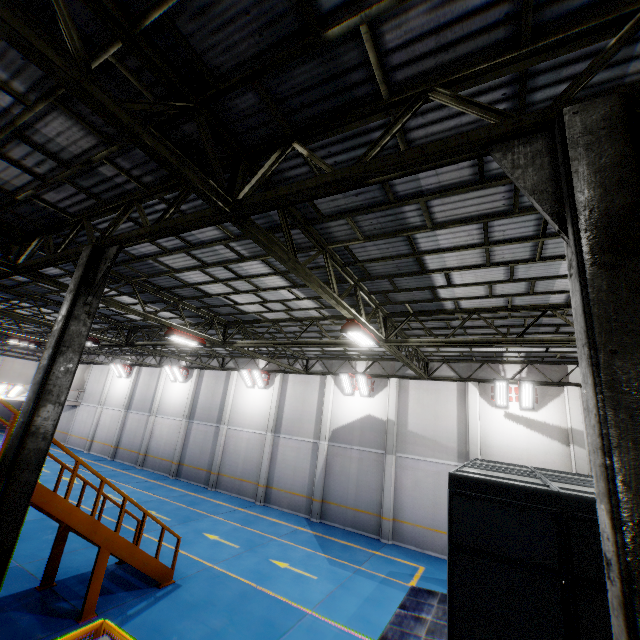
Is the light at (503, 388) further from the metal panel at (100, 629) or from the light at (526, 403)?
the metal panel at (100, 629)

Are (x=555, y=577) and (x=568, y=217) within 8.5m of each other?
yes

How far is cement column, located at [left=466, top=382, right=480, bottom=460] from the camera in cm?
1505

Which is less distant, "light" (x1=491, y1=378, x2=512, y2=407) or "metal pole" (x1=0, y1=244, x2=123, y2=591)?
"metal pole" (x1=0, y1=244, x2=123, y2=591)

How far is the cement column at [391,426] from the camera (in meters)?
15.77

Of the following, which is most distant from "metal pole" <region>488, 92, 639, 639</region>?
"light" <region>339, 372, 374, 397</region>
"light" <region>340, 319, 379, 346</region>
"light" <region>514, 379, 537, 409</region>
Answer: "light" <region>339, 372, 374, 397</region>

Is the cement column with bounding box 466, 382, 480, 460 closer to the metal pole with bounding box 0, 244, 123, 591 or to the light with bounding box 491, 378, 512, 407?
the light with bounding box 491, 378, 512, 407

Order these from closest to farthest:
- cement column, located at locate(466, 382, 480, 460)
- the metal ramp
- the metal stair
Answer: the metal stair
the metal ramp
cement column, located at locate(466, 382, 480, 460)
